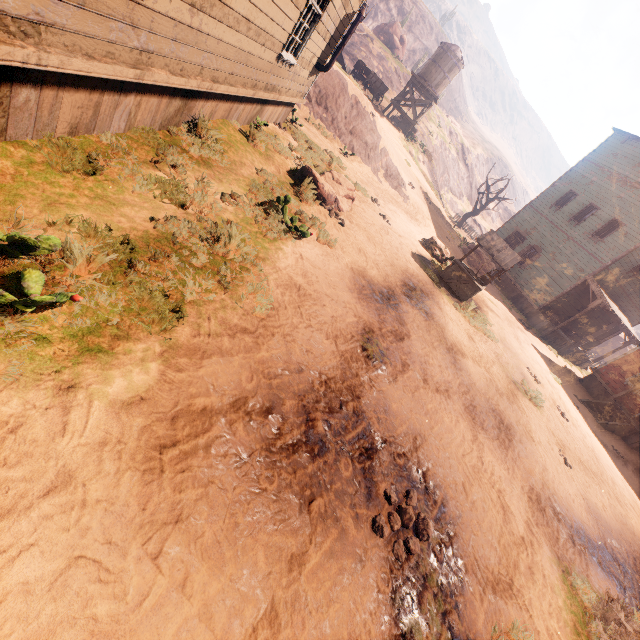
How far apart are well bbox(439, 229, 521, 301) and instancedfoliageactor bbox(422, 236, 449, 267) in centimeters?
82cm

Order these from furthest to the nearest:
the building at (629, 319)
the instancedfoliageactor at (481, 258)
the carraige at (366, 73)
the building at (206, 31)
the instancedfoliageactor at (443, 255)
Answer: the carraige at (366, 73) < the instancedfoliageactor at (481, 258) < the building at (629, 319) < the instancedfoliageactor at (443, 255) < the building at (206, 31)

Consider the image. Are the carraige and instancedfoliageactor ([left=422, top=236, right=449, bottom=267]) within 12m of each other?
no

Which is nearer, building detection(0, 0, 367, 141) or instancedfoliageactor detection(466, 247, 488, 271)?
building detection(0, 0, 367, 141)

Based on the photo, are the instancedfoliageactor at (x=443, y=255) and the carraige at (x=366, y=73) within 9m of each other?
no

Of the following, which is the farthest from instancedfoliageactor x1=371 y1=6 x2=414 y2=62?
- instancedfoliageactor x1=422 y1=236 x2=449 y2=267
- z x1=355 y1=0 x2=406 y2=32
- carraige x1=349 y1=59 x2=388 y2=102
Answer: instancedfoliageactor x1=422 y1=236 x2=449 y2=267

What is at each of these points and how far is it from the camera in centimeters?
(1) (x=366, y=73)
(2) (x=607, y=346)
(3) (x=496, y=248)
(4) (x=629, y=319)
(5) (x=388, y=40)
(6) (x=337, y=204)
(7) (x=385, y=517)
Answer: (1) carraige, 2520cm
(2) instancedfoliageactor, 4059cm
(3) well, 1134cm
(4) building, 2217cm
(5) instancedfoliageactor, 4209cm
(6) instancedfoliageactor, 895cm
(7) z, 333cm

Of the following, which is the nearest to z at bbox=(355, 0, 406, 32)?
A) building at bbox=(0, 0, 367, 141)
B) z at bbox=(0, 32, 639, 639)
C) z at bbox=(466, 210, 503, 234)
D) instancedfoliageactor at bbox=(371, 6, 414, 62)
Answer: instancedfoliageactor at bbox=(371, 6, 414, 62)
